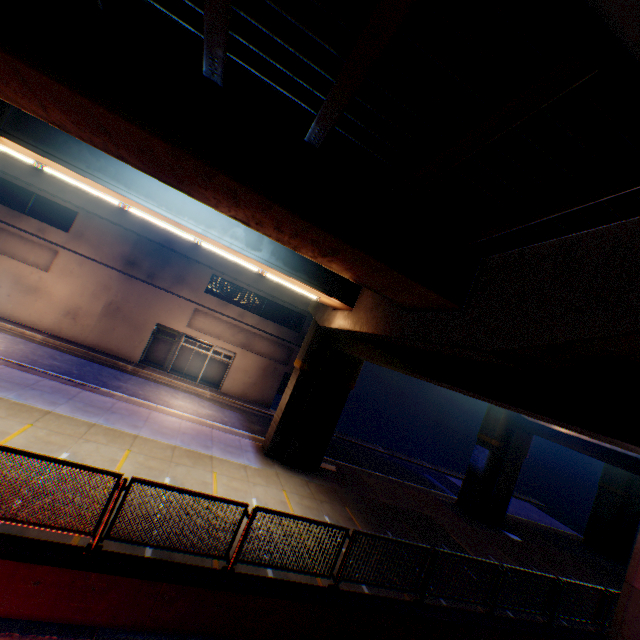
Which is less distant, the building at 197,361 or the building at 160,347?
the building at 160,347

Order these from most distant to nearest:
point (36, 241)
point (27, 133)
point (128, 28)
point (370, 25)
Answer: point (36, 241) → point (27, 133) → point (128, 28) → point (370, 25)

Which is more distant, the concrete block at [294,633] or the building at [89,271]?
the building at [89,271]

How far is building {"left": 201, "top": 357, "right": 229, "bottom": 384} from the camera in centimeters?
2742cm

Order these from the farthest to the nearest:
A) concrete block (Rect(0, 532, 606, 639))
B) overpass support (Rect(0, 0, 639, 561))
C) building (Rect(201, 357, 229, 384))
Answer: building (Rect(201, 357, 229, 384)), concrete block (Rect(0, 532, 606, 639)), overpass support (Rect(0, 0, 639, 561))

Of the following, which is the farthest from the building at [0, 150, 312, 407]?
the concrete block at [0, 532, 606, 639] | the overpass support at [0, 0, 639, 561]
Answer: the concrete block at [0, 532, 606, 639]
